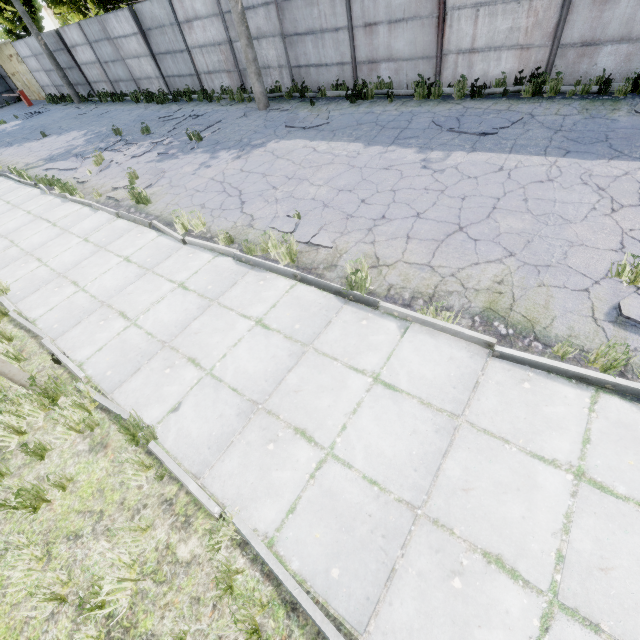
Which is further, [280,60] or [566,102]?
[280,60]

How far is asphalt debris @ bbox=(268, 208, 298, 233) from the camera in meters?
6.3 m

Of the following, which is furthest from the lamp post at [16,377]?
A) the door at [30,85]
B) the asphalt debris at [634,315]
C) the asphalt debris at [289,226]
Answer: the door at [30,85]

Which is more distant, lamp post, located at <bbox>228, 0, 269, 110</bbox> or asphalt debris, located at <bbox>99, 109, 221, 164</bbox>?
asphalt debris, located at <bbox>99, 109, 221, 164</bbox>

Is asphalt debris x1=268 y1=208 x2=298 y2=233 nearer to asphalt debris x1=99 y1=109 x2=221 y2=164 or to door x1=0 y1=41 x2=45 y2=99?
asphalt debris x1=99 y1=109 x2=221 y2=164

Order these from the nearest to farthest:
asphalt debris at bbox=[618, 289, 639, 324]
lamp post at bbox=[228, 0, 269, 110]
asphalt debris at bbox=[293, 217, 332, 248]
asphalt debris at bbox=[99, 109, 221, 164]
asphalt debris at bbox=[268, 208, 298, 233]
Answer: asphalt debris at bbox=[618, 289, 639, 324] < asphalt debris at bbox=[293, 217, 332, 248] < asphalt debris at bbox=[268, 208, 298, 233] < lamp post at bbox=[228, 0, 269, 110] < asphalt debris at bbox=[99, 109, 221, 164]

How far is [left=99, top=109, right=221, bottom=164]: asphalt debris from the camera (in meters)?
11.93

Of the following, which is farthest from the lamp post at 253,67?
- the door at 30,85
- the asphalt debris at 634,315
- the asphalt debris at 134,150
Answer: the door at 30,85
